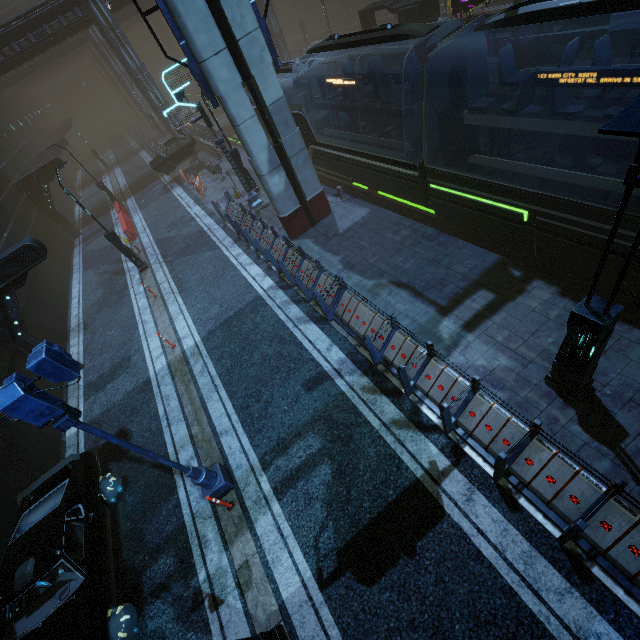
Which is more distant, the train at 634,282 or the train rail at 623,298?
the train rail at 623,298

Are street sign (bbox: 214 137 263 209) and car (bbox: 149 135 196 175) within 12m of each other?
yes

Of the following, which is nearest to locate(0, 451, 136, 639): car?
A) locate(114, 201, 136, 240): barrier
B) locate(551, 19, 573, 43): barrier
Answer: locate(114, 201, 136, 240): barrier

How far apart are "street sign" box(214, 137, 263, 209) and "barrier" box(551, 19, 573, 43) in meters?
17.1

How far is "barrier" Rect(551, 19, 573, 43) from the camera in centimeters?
1566cm

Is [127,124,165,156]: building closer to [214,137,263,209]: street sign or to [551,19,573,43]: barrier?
[551,19,573,43]: barrier

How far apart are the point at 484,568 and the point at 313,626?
3.22m

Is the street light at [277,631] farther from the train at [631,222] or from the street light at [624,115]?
the train at [631,222]
